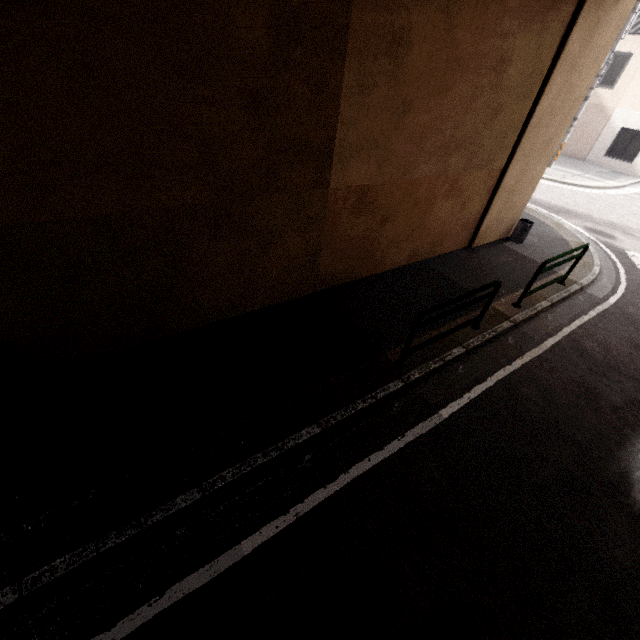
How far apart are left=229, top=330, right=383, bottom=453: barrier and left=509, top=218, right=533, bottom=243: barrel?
7.2 meters

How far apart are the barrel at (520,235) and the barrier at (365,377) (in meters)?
7.24

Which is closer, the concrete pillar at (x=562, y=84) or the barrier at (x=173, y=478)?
the barrier at (x=173, y=478)

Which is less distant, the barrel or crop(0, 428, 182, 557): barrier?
crop(0, 428, 182, 557): barrier

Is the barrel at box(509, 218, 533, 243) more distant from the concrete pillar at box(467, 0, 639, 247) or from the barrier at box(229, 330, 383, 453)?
the barrier at box(229, 330, 383, 453)

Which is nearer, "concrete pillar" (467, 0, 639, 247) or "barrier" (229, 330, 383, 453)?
"barrier" (229, 330, 383, 453)

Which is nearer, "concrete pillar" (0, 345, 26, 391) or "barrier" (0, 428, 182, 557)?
"barrier" (0, 428, 182, 557)

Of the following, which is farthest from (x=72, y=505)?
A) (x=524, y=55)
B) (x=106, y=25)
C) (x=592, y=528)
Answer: (x=524, y=55)
